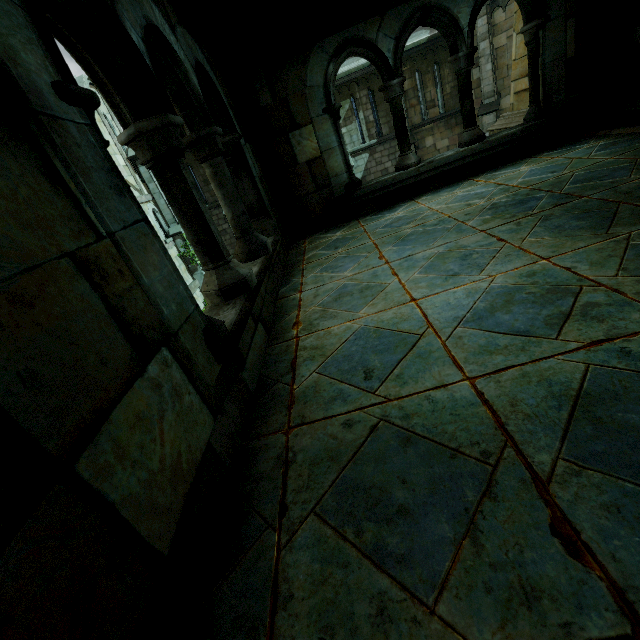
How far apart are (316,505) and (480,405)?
0.7 meters
